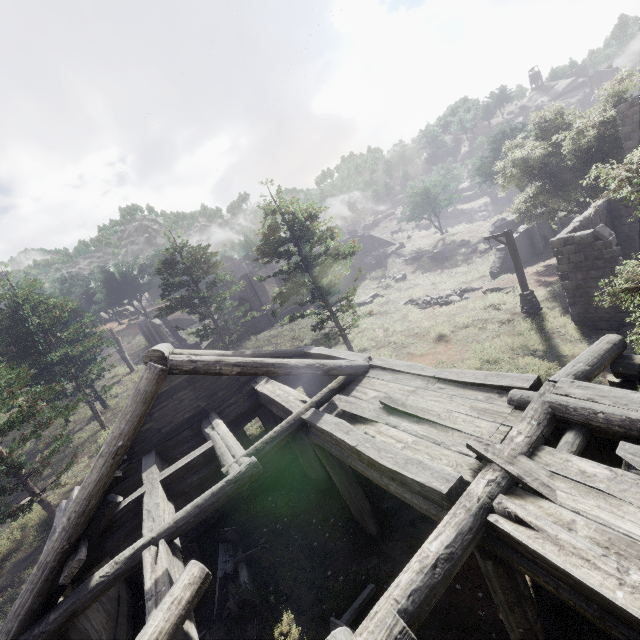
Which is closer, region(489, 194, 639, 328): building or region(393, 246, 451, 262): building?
region(489, 194, 639, 328): building

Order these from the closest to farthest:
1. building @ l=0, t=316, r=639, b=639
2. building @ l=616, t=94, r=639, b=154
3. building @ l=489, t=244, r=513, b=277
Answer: building @ l=0, t=316, r=639, b=639 < building @ l=616, t=94, r=639, b=154 < building @ l=489, t=244, r=513, b=277

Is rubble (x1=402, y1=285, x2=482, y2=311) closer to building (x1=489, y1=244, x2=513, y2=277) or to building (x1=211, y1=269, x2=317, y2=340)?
building (x1=489, y1=244, x2=513, y2=277)

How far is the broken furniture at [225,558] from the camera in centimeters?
858cm

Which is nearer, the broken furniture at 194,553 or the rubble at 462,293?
the broken furniture at 194,553

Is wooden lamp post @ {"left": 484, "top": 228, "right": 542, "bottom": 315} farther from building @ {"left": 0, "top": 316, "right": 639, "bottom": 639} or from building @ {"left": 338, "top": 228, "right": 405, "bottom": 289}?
building @ {"left": 338, "top": 228, "right": 405, "bottom": 289}

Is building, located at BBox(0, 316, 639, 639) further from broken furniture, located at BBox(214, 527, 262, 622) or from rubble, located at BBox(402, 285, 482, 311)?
rubble, located at BBox(402, 285, 482, 311)

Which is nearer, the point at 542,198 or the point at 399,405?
the point at 399,405
